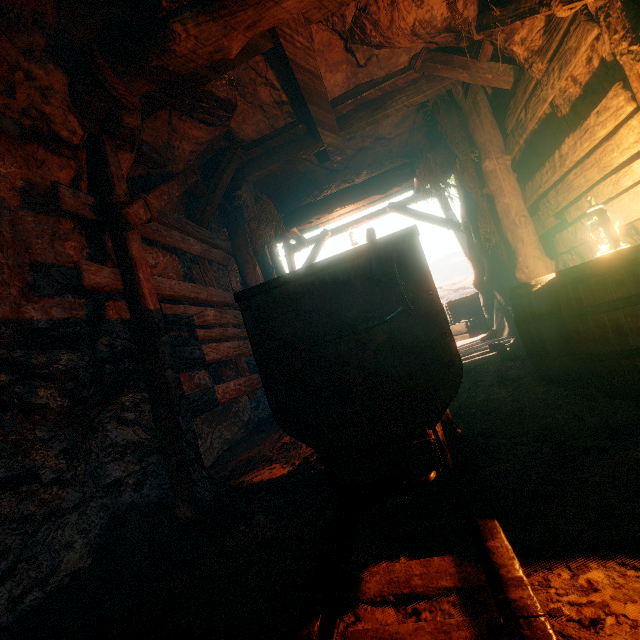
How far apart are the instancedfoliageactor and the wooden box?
2.7m

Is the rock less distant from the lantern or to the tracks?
the tracks

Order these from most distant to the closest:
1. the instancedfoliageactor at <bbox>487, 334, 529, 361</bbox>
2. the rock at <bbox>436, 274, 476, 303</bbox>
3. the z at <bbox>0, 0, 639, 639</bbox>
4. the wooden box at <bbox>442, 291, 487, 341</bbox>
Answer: the rock at <bbox>436, 274, 476, 303</bbox>, the wooden box at <bbox>442, 291, 487, 341</bbox>, the instancedfoliageactor at <bbox>487, 334, 529, 361</bbox>, the z at <bbox>0, 0, 639, 639</bbox>

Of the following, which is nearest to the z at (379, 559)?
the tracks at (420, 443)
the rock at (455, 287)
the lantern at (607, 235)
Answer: the tracks at (420, 443)

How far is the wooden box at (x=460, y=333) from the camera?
8.19m

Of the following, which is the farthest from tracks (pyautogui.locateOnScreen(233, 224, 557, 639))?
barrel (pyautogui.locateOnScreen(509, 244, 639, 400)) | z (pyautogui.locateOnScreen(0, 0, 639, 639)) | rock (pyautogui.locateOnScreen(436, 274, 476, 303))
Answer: rock (pyautogui.locateOnScreen(436, 274, 476, 303))

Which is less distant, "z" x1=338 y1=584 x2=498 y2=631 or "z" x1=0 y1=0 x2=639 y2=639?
"z" x1=338 y1=584 x2=498 y2=631

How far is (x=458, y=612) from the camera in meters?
A: 1.1 m
